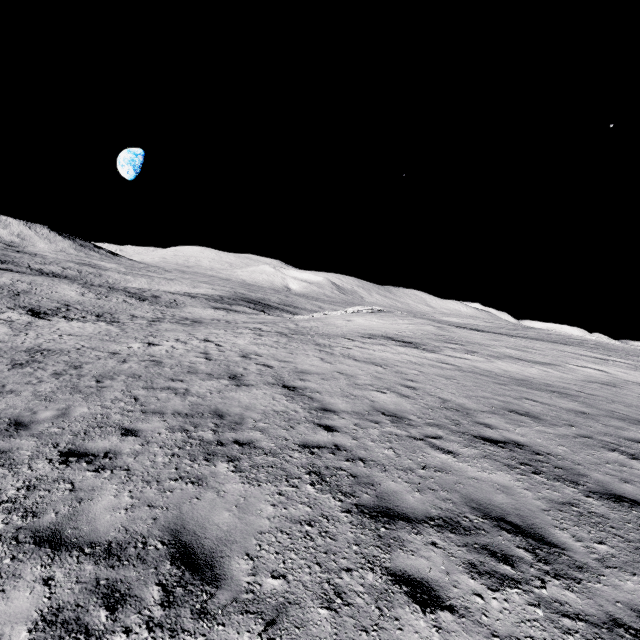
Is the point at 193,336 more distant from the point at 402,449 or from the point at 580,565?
the point at 580,565
